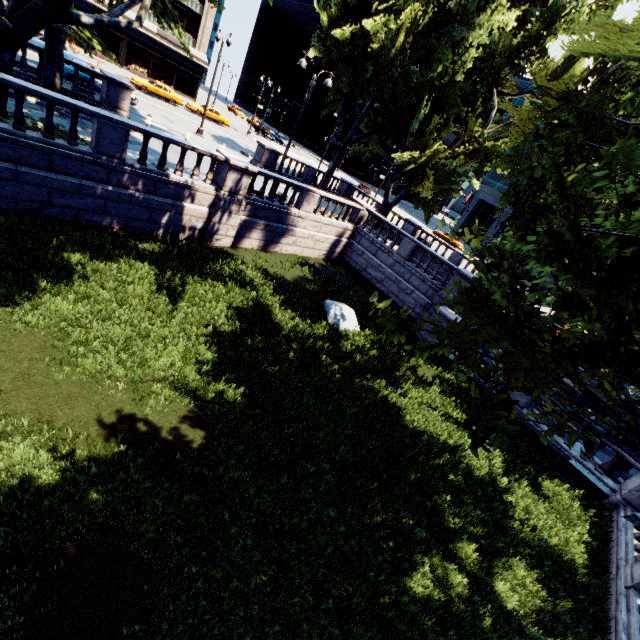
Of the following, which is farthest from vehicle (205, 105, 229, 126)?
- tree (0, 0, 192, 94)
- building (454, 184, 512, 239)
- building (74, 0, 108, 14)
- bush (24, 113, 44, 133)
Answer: building (454, 184, 512, 239)

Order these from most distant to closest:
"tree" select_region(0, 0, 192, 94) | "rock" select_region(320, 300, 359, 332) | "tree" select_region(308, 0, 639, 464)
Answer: "rock" select_region(320, 300, 359, 332) → "tree" select_region(0, 0, 192, 94) → "tree" select_region(308, 0, 639, 464)

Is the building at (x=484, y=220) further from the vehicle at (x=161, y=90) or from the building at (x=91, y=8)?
the building at (x=91, y=8)

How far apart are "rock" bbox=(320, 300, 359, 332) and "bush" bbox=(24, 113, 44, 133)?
12.9m

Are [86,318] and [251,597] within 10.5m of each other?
yes

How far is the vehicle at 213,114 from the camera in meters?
39.2

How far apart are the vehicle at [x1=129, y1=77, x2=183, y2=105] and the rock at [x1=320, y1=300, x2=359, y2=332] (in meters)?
34.99

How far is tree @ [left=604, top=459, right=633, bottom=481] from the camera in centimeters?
1346cm
